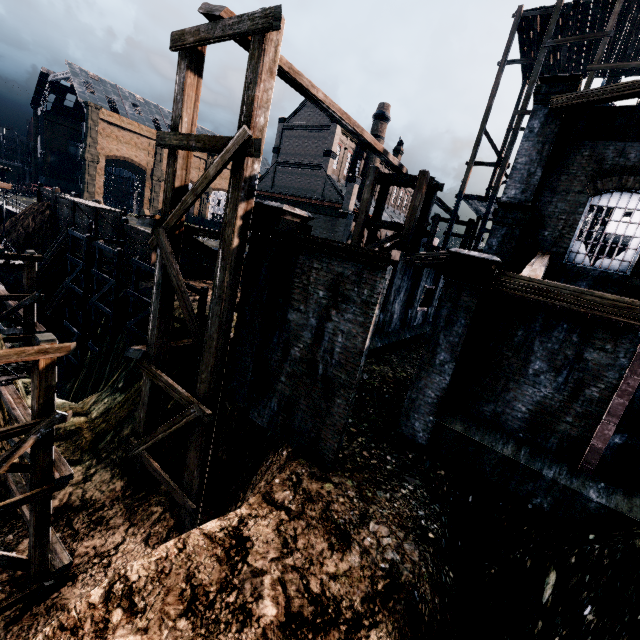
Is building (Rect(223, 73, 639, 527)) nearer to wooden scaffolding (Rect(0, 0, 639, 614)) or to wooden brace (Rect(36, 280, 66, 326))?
wooden scaffolding (Rect(0, 0, 639, 614))

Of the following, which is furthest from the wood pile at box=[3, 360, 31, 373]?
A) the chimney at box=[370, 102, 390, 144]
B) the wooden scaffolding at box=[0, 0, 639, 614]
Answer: the chimney at box=[370, 102, 390, 144]

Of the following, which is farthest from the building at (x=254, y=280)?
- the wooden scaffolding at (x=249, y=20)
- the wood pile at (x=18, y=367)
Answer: the wood pile at (x=18, y=367)

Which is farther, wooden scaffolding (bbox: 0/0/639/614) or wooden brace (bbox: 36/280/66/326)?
wooden brace (bbox: 36/280/66/326)

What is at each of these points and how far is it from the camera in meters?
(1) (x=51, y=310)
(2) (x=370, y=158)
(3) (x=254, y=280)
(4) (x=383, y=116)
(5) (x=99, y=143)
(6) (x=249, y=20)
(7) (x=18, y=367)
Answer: (1) wooden brace, 27.6
(2) chimney, 47.6
(3) building, 9.8
(4) chimney, 45.8
(5) building, 59.8
(6) wooden scaffolding, 7.7
(7) wood pile, 7.7

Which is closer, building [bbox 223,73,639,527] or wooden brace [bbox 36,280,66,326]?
building [bbox 223,73,639,527]

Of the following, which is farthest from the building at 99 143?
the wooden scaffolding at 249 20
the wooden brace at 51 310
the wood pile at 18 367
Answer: the wooden brace at 51 310
